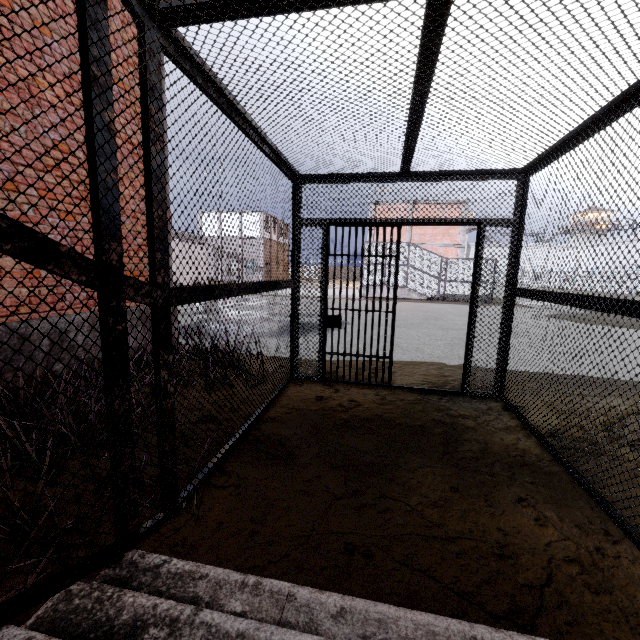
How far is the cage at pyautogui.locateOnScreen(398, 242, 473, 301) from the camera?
21.2m

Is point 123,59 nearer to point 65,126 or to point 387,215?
point 65,126

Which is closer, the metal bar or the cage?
the metal bar

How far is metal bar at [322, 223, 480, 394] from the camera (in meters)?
4.49

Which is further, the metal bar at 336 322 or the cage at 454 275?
the cage at 454 275

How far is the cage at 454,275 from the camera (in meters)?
21.20
